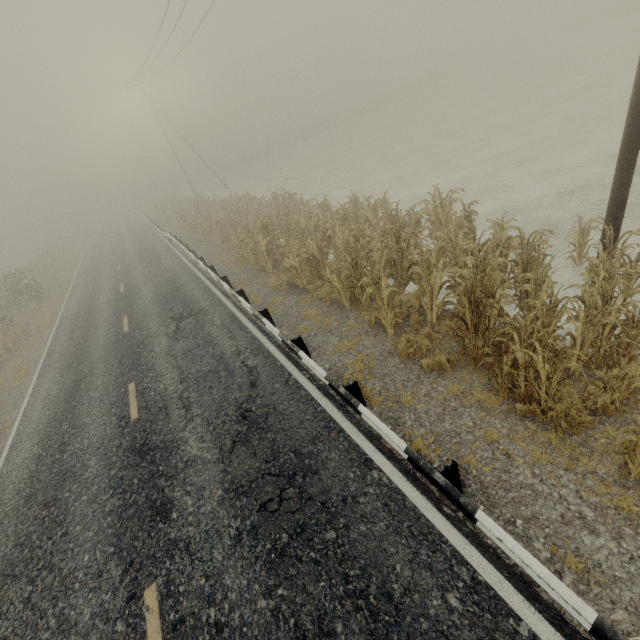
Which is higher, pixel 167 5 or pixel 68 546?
pixel 167 5

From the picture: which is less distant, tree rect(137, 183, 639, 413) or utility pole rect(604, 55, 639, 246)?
tree rect(137, 183, 639, 413)

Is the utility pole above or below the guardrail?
above

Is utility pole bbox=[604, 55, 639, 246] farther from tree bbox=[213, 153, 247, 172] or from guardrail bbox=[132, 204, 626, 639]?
guardrail bbox=[132, 204, 626, 639]

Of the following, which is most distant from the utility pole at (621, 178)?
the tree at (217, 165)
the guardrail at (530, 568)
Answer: the guardrail at (530, 568)

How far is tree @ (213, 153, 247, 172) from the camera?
58.3m

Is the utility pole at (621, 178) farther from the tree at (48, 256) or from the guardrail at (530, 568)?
the guardrail at (530, 568)

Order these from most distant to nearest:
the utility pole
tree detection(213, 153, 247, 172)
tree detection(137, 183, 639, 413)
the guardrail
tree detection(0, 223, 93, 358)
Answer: tree detection(213, 153, 247, 172)
tree detection(0, 223, 93, 358)
the utility pole
tree detection(137, 183, 639, 413)
the guardrail
